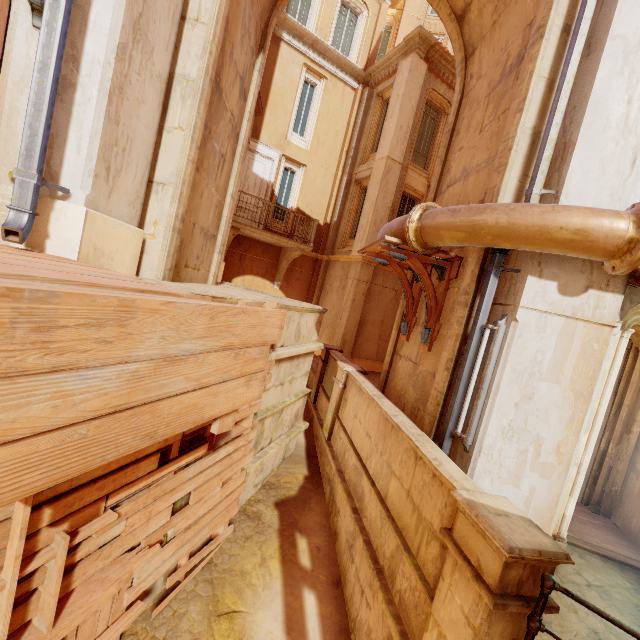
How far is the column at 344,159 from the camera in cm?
1466

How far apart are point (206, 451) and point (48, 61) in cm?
421

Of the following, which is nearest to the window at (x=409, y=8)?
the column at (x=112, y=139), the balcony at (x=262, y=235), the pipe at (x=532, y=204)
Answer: the pipe at (x=532, y=204)

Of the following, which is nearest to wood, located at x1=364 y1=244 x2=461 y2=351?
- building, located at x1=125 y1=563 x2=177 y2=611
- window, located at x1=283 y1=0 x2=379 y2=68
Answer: building, located at x1=125 y1=563 x2=177 y2=611

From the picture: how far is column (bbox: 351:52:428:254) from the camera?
12.2 meters

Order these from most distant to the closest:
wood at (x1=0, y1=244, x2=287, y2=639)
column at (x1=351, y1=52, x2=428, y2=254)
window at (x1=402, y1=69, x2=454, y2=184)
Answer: window at (x1=402, y1=69, x2=454, y2=184) → column at (x1=351, y1=52, x2=428, y2=254) → wood at (x1=0, y1=244, x2=287, y2=639)

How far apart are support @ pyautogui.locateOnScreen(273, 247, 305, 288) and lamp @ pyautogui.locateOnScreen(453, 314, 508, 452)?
9.9m

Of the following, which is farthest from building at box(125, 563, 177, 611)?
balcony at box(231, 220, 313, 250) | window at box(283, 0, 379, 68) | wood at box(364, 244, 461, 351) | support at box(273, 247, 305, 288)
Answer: window at box(283, 0, 379, 68)
